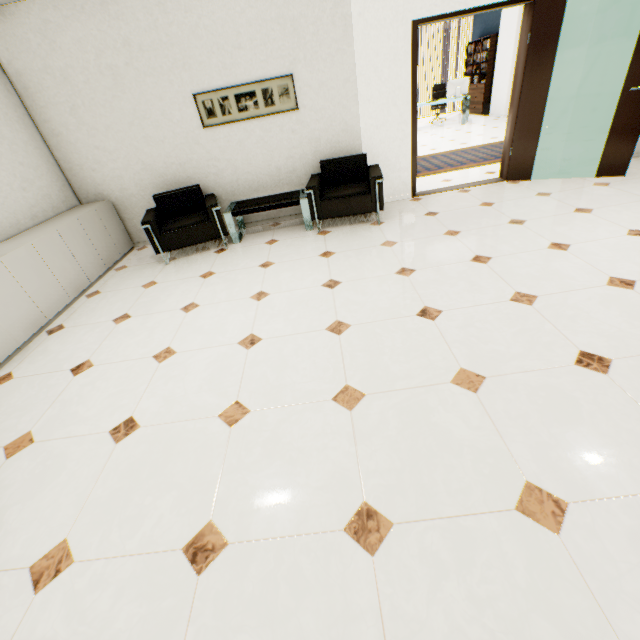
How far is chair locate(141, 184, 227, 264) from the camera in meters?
4.3

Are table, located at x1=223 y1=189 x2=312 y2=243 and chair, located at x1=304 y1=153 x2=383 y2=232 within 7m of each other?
yes

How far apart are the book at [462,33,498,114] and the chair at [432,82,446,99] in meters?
1.0

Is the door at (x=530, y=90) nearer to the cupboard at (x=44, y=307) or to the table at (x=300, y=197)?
the table at (x=300, y=197)

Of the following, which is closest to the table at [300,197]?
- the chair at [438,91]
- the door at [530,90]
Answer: the door at [530,90]

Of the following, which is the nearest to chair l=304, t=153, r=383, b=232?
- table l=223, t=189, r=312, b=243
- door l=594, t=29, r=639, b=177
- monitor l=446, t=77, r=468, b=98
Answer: table l=223, t=189, r=312, b=243

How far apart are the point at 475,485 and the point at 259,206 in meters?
4.1

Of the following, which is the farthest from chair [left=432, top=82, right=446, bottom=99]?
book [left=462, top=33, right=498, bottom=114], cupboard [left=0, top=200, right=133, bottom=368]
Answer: cupboard [left=0, top=200, right=133, bottom=368]
